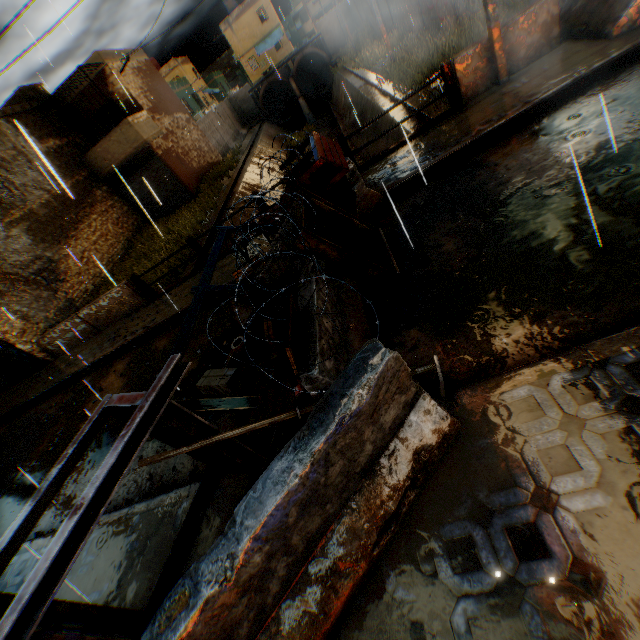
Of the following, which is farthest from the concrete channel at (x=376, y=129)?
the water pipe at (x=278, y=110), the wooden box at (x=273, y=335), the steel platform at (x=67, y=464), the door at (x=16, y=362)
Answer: the door at (x=16, y=362)

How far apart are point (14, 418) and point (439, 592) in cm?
1382

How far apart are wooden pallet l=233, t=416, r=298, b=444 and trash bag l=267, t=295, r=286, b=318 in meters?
0.0 m

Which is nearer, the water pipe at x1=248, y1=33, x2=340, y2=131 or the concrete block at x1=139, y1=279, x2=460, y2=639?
the concrete block at x1=139, y1=279, x2=460, y2=639

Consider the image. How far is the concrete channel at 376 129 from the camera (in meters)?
10.62

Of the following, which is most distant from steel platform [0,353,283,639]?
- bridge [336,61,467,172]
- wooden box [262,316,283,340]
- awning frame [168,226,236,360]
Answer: bridge [336,61,467,172]

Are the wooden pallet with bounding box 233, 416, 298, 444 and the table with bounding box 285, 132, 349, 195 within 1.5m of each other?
no

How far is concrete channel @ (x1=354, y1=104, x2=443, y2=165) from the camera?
9.3 meters
